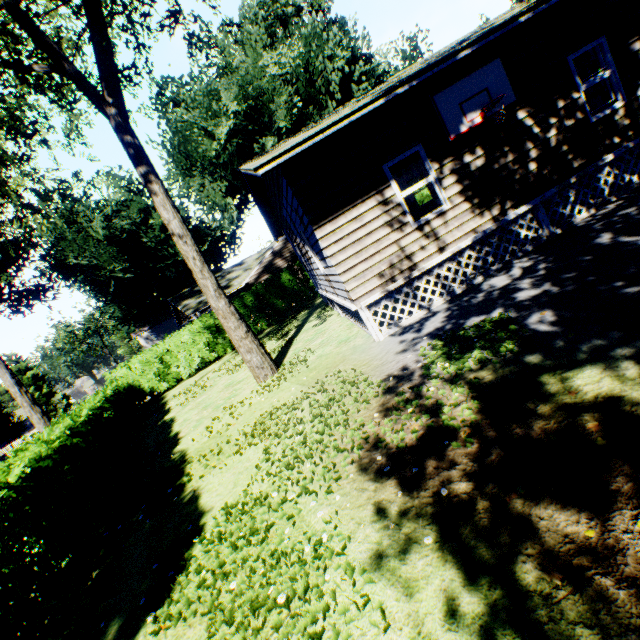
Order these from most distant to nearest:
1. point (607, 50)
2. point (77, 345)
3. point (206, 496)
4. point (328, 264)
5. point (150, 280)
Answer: point (77, 345) → point (150, 280) → point (328, 264) → point (607, 50) → point (206, 496)

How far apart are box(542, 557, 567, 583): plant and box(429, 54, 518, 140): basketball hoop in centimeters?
758cm

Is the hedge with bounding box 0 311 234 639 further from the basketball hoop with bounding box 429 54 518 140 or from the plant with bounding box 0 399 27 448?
the basketball hoop with bounding box 429 54 518 140

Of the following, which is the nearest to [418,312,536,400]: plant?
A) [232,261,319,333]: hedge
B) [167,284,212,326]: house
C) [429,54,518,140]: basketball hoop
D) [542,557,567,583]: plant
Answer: [167,284,212,326]: house

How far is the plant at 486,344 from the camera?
4.61m

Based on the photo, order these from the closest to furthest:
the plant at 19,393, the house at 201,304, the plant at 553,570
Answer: the plant at 553,570 → the plant at 19,393 → the house at 201,304

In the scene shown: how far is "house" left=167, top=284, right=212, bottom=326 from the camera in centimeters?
2384cm

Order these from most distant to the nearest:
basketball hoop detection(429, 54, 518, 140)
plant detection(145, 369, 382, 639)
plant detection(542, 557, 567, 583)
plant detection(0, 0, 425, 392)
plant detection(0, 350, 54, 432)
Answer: plant detection(0, 350, 54, 432) → plant detection(0, 0, 425, 392) → basketball hoop detection(429, 54, 518, 140) → plant detection(145, 369, 382, 639) → plant detection(542, 557, 567, 583)
